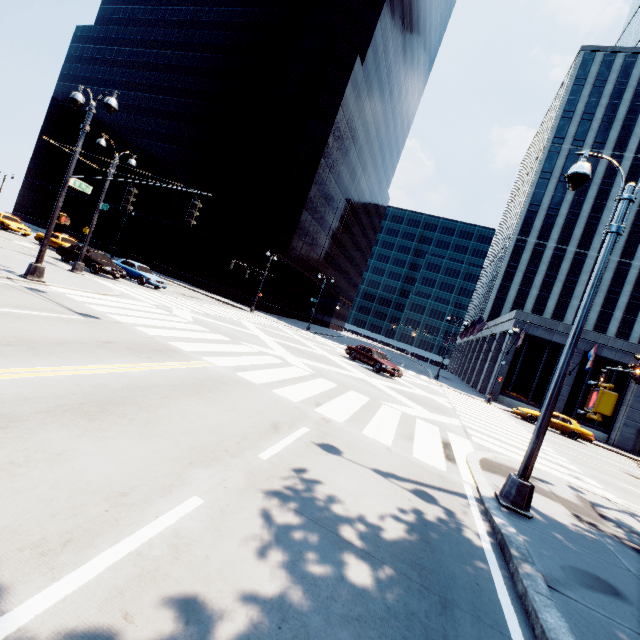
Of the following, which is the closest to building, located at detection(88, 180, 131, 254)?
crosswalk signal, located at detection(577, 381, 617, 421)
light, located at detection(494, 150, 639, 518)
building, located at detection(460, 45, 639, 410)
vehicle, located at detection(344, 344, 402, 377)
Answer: vehicle, located at detection(344, 344, 402, 377)

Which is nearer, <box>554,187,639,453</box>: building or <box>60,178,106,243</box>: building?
<box>554,187,639,453</box>: building

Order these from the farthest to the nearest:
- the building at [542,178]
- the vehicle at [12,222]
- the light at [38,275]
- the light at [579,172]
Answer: the building at [542,178], the vehicle at [12,222], the light at [38,275], the light at [579,172]

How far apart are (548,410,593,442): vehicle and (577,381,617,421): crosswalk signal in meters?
26.6

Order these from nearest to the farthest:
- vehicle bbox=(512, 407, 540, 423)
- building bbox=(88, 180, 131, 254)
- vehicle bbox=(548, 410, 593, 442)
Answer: vehicle bbox=(548, 410, 593, 442), vehicle bbox=(512, 407, 540, 423), building bbox=(88, 180, 131, 254)

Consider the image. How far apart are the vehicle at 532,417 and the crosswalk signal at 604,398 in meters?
26.6

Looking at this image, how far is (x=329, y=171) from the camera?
51.1 meters
